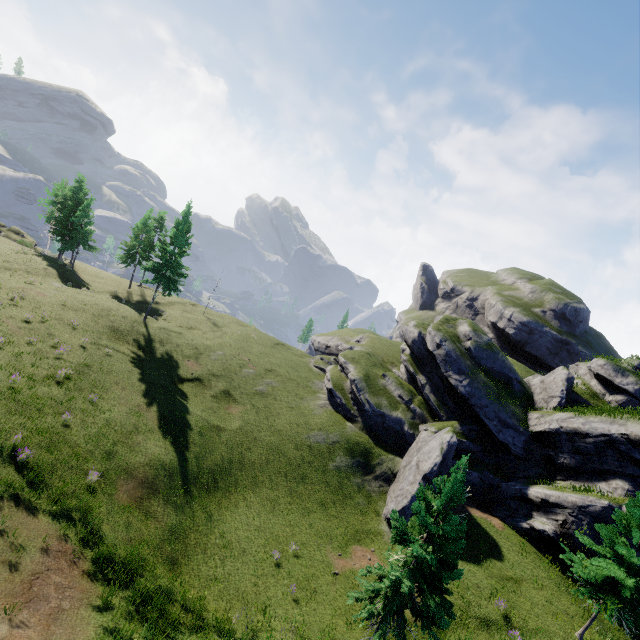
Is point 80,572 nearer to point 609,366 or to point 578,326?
point 609,366

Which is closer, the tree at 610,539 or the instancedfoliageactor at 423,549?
the instancedfoliageactor at 423,549

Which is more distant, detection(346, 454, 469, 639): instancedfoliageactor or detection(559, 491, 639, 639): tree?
detection(559, 491, 639, 639): tree
